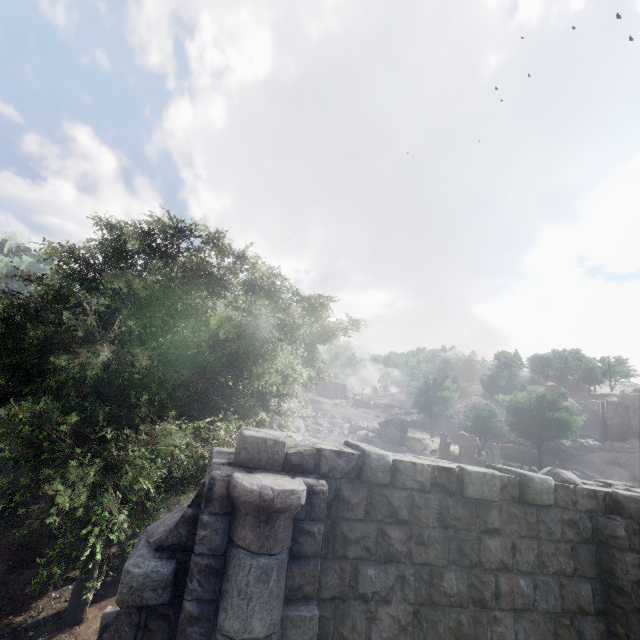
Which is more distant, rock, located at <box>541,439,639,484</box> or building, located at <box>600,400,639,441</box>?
building, located at <box>600,400,639,441</box>

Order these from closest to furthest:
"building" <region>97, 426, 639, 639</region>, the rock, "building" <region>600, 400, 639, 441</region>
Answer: "building" <region>97, 426, 639, 639</region>
the rock
"building" <region>600, 400, 639, 441</region>

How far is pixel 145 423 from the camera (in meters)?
5.70

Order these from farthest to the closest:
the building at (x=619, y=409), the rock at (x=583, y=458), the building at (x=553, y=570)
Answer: the building at (x=619, y=409) → the rock at (x=583, y=458) → the building at (x=553, y=570)

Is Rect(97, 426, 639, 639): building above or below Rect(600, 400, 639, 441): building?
below

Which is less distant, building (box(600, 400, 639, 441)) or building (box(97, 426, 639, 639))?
building (box(97, 426, 639, 639))

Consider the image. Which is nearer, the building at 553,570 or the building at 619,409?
the building at 553,570
